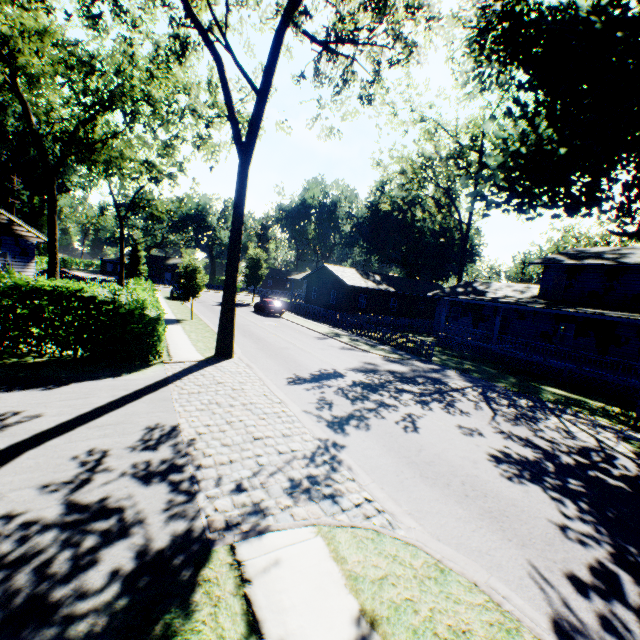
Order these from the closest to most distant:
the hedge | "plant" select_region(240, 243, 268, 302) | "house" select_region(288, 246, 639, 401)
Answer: the hedge < "house" select_region(288, 246, 639, 401) < "plant" select_region(240, 243, 268, 302)

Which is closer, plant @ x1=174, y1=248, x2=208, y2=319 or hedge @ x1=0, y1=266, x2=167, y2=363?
hedge @ x1=0, y1=266, x2=167, y2=363

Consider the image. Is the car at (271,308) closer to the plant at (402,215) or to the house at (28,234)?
the plant at (402,215)

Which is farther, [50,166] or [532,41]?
[50,166]

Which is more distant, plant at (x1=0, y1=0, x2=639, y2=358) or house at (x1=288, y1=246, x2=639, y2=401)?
house at (x1=288, y1=246, x2=639, y2=401)

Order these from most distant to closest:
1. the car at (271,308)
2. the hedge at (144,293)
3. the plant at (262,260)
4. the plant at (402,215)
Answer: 1. the plant at (262,260)
2. the car at (271,308)
3. the plant at (402,215)
4. the hedge at (144,293)

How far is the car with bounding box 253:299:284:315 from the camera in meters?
34.0 m

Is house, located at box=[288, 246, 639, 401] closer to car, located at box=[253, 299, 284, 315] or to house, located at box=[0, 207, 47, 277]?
car, located at box=[253, 299, 284, 315]
